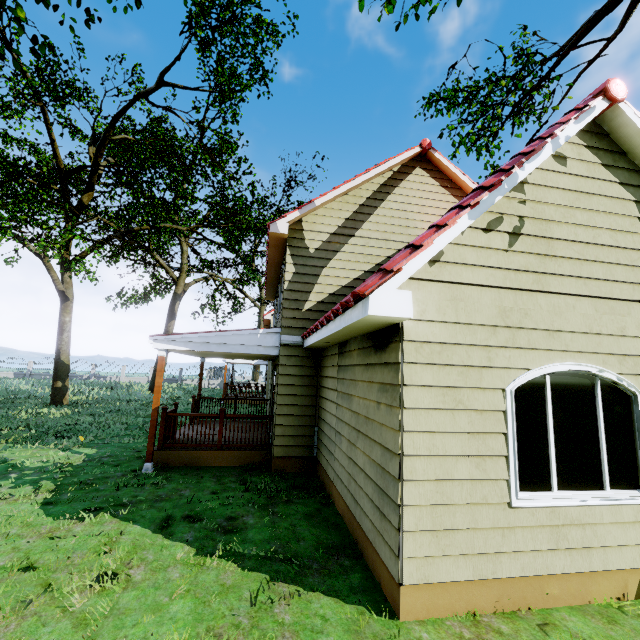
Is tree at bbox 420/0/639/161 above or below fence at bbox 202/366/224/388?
above

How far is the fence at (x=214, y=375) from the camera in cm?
3966

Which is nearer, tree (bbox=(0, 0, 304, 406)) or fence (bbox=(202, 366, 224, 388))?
tree (bbox=(0, 0, 304, 406))

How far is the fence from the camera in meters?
39.7

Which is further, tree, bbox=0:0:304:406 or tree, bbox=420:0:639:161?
tree, bbox=0:0:304:406

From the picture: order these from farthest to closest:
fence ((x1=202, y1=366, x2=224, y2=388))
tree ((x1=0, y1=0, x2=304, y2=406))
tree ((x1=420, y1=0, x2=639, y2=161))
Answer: fence ((x1=202, y1=366, x2=224, y2=388)), tree ((x1=0, y1=0, x2=304, y2=406)), tree ((x1=420, y1=0, x2=639, y2=161))

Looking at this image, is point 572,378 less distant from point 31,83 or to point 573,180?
point 573,180

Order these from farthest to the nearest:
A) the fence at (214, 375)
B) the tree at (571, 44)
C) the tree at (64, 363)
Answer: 1. the fence at (214, 375)
2. the tree at (64, 363)
3. the tree at (571, 44)
